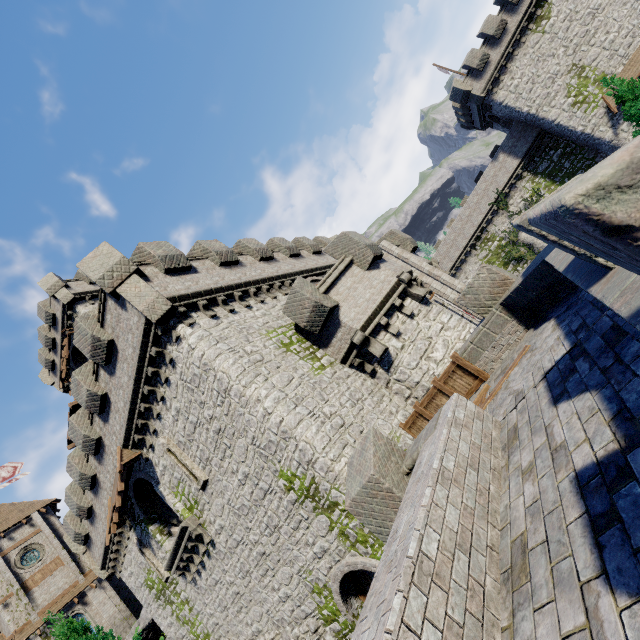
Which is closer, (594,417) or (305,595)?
(594,417)

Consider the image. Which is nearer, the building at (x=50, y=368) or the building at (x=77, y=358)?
the building at (x=50, y=368)

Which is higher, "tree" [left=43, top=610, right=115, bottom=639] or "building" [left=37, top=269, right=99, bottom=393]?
"building" [left=37, top=269, right=99, bottom=393]

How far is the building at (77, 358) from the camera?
27.2m

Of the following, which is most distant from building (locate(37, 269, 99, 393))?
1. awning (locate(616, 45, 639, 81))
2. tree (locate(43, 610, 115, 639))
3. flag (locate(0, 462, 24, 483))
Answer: awning (locate(616, 45, 639, 81))

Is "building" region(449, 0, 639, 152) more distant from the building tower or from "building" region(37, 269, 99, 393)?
"building" region(37, 269, 99, 393)

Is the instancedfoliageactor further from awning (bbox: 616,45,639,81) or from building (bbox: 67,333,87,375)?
building (bbox: 67,333,87,375)

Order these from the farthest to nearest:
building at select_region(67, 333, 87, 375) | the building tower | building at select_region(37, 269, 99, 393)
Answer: building at select_region(67, 333, 87, 375)
building at select_region(37, 269, 99, 393)
the building tower
